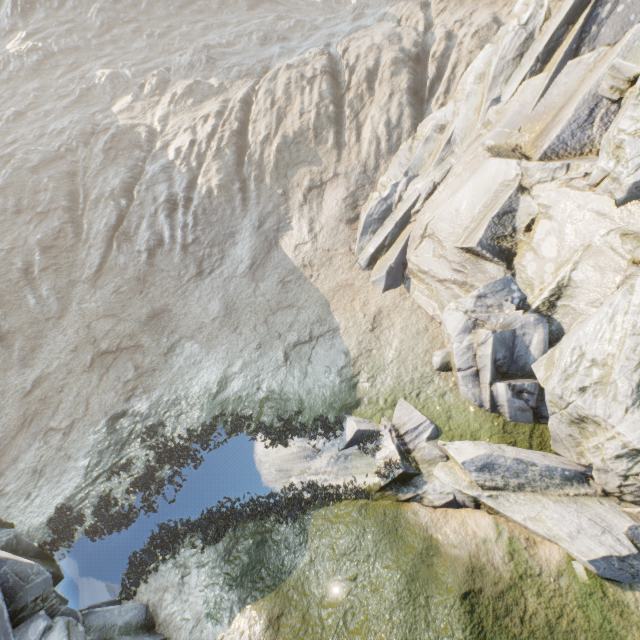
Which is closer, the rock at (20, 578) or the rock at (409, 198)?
the rock at (20, 578)

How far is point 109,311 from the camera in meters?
22.6

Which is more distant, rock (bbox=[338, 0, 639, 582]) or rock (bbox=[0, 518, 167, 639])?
rock (bbox=[338, 0, 639, 582])
